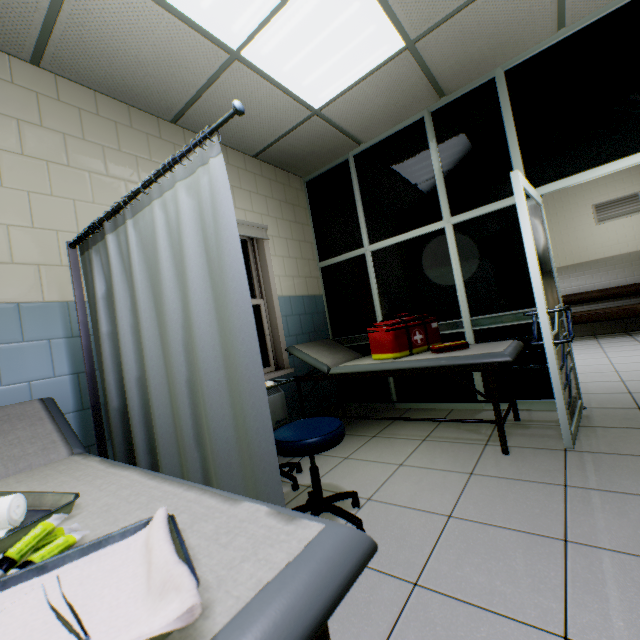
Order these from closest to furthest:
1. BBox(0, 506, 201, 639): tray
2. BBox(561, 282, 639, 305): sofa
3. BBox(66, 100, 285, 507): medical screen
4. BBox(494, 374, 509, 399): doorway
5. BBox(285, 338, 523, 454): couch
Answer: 1. BBox(0, 506, 201, 639): tray
2. BBox(66, 100, 285, 507): medical screen
3. BBox(285, 338, 523, 454): couch
4. BBox(494, 374, 509, 399): doorway
5. BBox(561, 282, 639, 305): sofa

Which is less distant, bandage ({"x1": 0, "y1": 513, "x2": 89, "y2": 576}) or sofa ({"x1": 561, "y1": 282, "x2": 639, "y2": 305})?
bandage ({"x1": 0, "y1": 513, "x2": 89, "y2": 576})

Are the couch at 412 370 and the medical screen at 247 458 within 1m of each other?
no

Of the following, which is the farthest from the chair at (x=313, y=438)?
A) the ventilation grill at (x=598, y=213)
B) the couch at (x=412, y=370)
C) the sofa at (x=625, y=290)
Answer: the ventilation grill at (x=598, y=213)

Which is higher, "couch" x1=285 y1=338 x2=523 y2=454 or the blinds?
the blinds

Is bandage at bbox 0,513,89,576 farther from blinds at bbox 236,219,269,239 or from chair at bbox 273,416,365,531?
blinds at bbox 236,219,269,239

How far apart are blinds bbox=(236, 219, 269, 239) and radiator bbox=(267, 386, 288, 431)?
0.89m

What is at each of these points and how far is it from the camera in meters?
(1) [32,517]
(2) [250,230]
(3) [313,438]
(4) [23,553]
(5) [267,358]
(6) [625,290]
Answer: (1) tray, 0.9 m
(2) blinds, 3.6 m
(3) chair, 1.6 m
(4) bandage, 0.6 m
(5) window, 3.7 m
(6) sofa, 6.4 m
